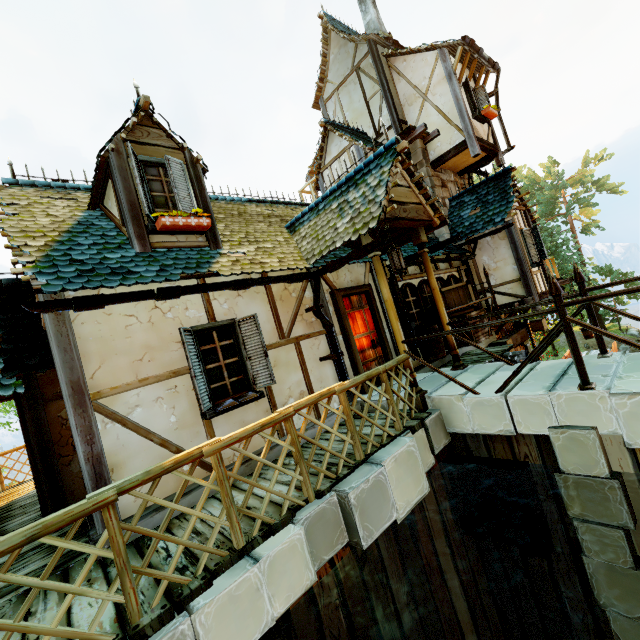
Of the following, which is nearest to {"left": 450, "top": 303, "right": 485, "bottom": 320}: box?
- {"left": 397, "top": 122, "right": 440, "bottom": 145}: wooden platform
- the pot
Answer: {"left": 397, "top": 122, "right": 440, "bottom": 145}: wooden platform

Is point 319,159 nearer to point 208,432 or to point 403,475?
point 208,432

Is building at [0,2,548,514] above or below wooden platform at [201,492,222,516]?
above

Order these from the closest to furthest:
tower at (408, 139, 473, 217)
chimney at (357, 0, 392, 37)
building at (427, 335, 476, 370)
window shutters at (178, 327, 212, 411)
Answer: window shutters at (178, 327, 212, 411), building at (427, 335, 476, 370), tower at (408, 139, 473, 217), chimney at (357, 0, 392, 37)

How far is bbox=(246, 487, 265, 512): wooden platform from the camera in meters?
3.5 m

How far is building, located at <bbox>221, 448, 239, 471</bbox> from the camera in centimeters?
455cm

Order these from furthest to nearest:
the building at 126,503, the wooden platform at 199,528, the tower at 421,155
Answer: the tower at 421,155 → the building at 126,503 → the wooden platform at 199,528

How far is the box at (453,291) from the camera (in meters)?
8.21
